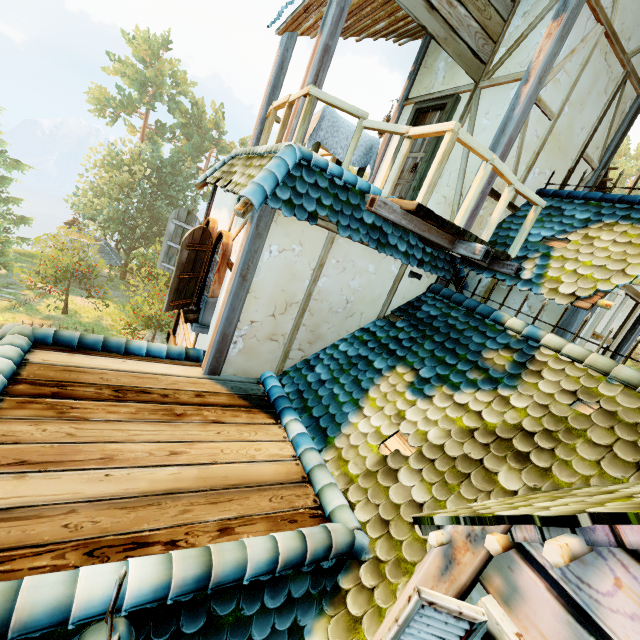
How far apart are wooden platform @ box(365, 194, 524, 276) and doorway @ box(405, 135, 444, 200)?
1.51m

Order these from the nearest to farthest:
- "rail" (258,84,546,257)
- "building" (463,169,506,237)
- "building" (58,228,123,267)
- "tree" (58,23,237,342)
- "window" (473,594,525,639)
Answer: "window" (473,594,525,639) → "rail" (258,84,546,257) → "building" (463,169,506,237) → "tree" (58,23,237,342) → "building" (58,228,123,267)

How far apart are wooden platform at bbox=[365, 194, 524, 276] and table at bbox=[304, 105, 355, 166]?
0.96m

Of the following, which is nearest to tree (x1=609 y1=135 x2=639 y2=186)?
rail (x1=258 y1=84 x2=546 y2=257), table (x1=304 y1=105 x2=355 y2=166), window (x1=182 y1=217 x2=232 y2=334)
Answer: window (x1=182 y1=217 x2=232 y2=334)

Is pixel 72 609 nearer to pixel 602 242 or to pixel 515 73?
pixel 602 242

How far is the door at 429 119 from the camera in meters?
6.5

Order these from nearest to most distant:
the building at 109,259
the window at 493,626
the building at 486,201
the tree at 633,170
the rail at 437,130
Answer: the window at 493,626 → the rail at 437,130 → the building at 486,201 → the building at 109,259 → the tree at 633,170

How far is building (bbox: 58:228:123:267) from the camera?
29.2 meters
